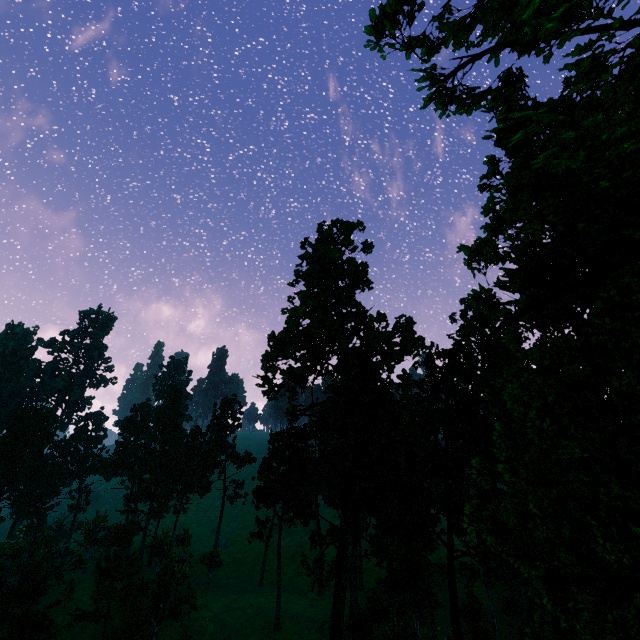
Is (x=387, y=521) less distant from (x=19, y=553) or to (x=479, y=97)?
(x=479, y=97)

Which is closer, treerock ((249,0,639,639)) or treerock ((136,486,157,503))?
treerock ((249,0,639,639))

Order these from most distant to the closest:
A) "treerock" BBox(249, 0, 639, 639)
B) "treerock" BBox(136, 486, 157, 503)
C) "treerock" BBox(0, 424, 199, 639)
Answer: "treerock" BBox(136, 486, 157, 503) → "treerock" BBox(0, 424, 199, 639) → "treerock" BBox(249, 0, 639, 639)

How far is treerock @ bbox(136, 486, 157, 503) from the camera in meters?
57.7

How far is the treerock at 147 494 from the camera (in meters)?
57.69

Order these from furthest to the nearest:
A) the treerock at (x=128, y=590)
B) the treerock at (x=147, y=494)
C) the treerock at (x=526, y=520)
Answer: the treerock at (x=147, y=494)
the treerock at (x=128, y=590)
the treerock at (x=526, y=520)
